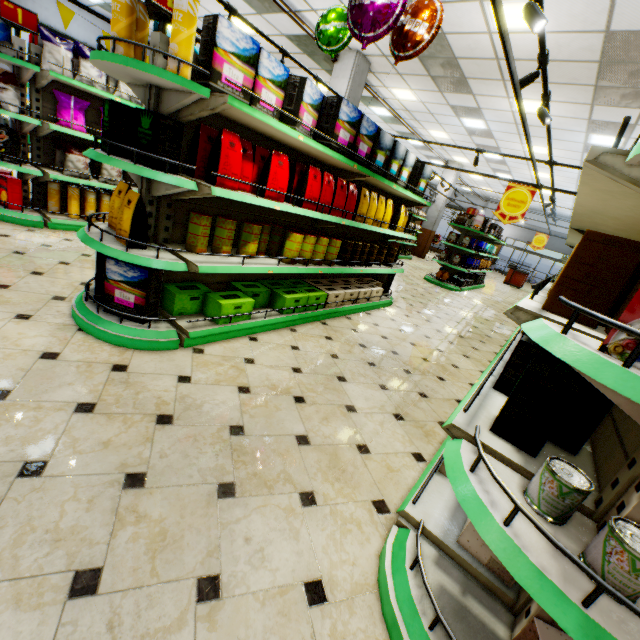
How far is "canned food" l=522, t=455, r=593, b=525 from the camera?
1.0 meters

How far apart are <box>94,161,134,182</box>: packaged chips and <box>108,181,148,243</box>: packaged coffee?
3.1m

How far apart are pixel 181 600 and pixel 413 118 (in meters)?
14.01

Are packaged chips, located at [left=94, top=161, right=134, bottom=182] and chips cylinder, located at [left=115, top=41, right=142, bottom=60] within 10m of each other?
yes

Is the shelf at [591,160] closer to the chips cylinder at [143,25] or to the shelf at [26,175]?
the shelf at [26,175]

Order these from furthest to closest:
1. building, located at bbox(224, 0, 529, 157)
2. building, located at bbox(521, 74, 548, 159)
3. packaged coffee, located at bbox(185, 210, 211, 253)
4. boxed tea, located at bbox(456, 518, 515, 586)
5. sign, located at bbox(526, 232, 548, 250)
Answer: sign, located at bbox(526, 232, 548, 250) < building, located at bbox(521, 74, 548, 159) < building, located at bbox(224, 0, 529, 157) < packaged coffee, located at bbox(185, 210, 211, 253) < boxed tea, located at bbox(456, 518, 515, 586)

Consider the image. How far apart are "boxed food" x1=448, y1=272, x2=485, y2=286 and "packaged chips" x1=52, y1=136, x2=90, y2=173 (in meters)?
9.80

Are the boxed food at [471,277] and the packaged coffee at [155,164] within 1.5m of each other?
no
